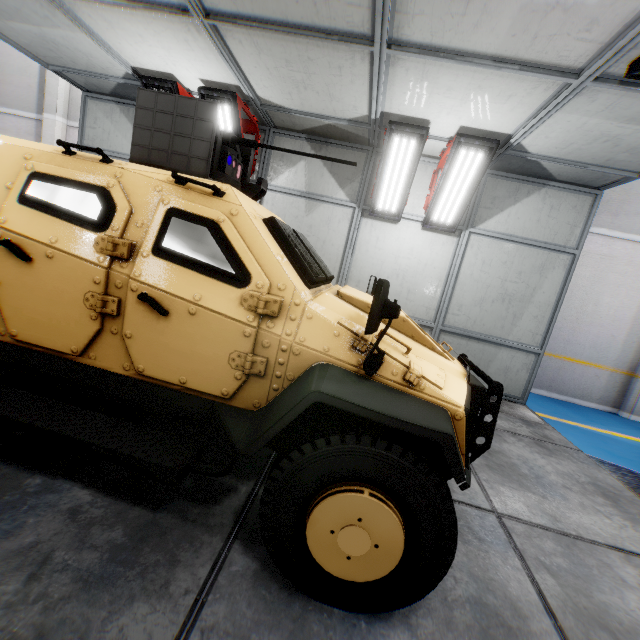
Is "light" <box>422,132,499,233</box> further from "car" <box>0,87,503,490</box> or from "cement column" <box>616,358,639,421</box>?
"cement column" <box>616,358,639,421</box>

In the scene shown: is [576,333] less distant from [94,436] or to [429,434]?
[429,434]

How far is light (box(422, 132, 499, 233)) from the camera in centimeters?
464cm

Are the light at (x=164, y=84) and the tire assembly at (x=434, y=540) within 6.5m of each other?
yes

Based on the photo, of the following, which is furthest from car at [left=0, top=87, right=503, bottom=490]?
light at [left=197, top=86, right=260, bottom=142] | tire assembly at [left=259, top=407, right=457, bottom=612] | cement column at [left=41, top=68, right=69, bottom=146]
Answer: cement column at [left=41, top=68, right=69, bottom=146]

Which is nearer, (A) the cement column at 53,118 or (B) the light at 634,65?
(B) the light at 634,65

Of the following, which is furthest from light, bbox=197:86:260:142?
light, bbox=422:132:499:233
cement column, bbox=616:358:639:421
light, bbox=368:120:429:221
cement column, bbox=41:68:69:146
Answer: cement column, bbox=616:358:639:421

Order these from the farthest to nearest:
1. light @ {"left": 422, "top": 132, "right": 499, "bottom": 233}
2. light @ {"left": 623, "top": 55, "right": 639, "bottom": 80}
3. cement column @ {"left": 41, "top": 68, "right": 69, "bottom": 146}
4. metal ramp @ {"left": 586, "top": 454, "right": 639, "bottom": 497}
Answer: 1. cement column @ {"left": 41, "top": 68, "right": 69, "bottom": 146}
2. light @ {"left": 422, "top": 132, "right": 499, "bottom": 233}
3. metal ramp @ {"left": 586, "top": 454, "right": 639, "bottom": 497}
4. light @ {"left": 623, "top": 55, "right": 639, "bottom": 80}
